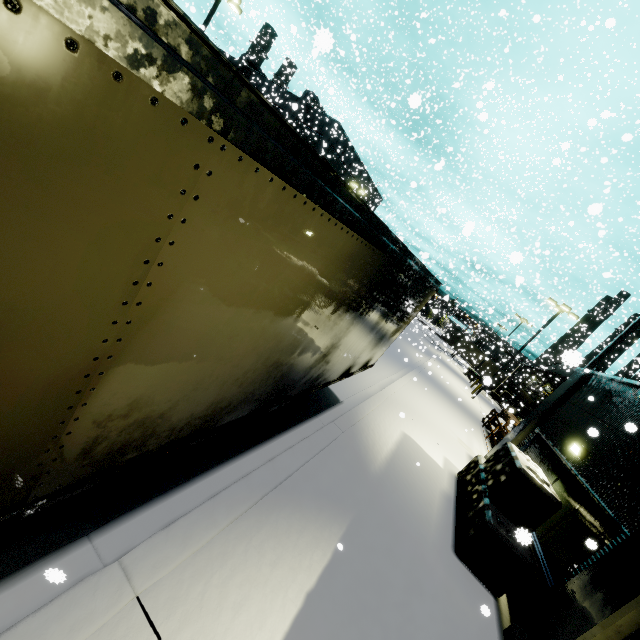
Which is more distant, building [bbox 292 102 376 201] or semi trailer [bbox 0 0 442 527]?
building [bbox 292 102 376 201]

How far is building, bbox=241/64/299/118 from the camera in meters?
31.7

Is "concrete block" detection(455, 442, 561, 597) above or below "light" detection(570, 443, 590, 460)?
below

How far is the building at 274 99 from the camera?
31.7m

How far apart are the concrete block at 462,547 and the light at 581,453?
0.83m

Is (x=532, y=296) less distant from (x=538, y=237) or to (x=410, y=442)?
(x=538, y=237)

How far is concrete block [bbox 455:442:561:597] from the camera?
5.8m

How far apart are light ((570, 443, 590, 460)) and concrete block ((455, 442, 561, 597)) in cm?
83
